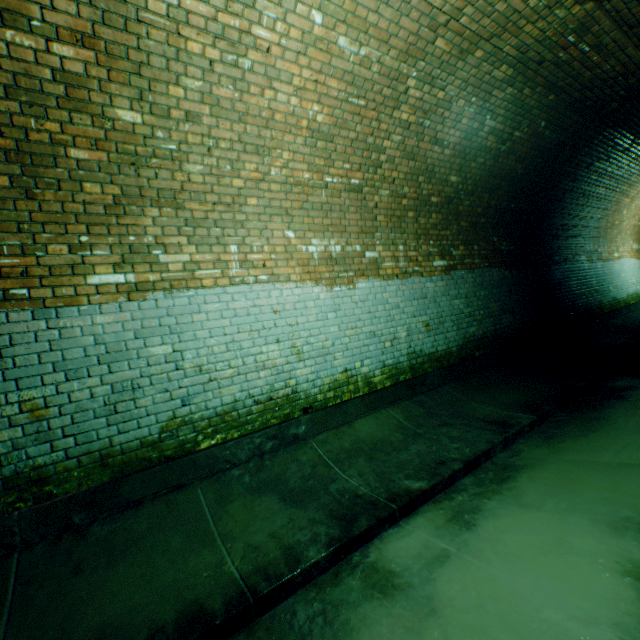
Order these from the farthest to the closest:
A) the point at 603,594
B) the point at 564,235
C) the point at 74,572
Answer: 1. the point at 564,235
2. the point at 74,572
3. the point at 603,594

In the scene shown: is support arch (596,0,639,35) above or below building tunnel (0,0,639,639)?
above

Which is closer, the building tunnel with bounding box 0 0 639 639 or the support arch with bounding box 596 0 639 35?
the building tunnel with bounding box 0 0 639 639

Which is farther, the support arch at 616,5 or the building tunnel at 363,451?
the support arch at 616,5

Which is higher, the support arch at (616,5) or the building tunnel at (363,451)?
the support arch at (616,5)
